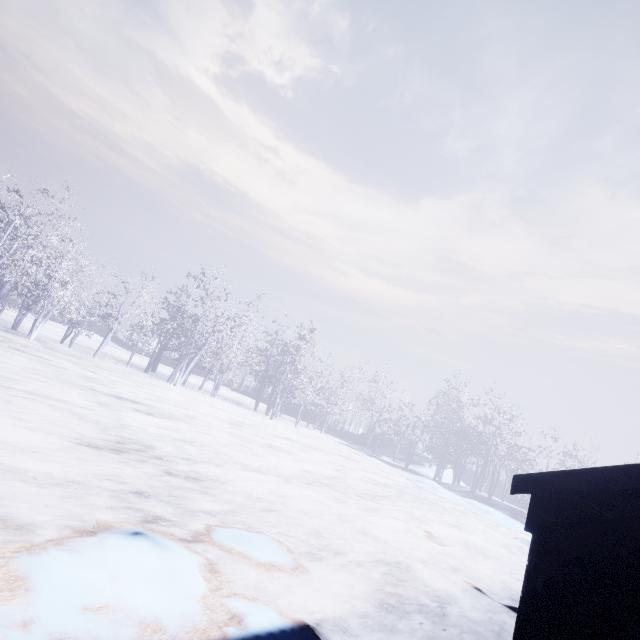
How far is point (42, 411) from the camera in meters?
7.1
